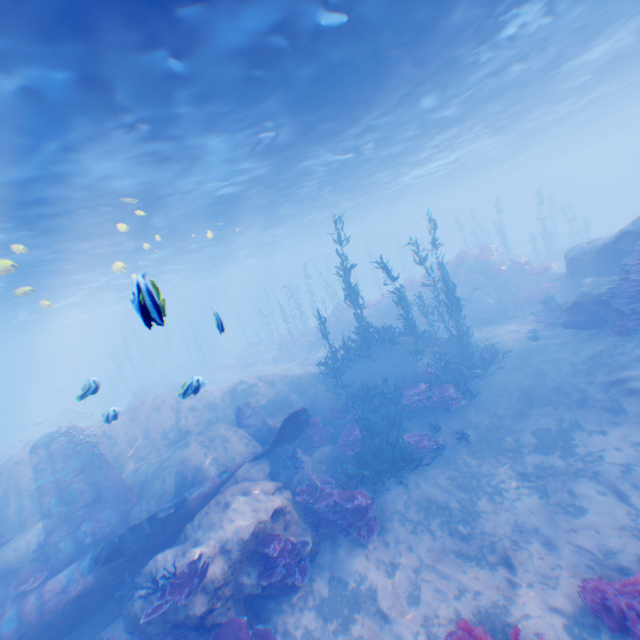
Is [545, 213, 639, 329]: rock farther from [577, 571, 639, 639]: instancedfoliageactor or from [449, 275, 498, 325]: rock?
[449, 275, 498, 325]: rock

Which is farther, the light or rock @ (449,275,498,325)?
rock @ (449,275,498,325)

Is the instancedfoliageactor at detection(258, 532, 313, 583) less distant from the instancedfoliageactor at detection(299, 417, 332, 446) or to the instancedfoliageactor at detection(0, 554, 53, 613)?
the instancedfoliageactor at detection(299, 417, 332, 446)

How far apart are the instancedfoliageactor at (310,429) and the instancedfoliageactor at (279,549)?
3.86m

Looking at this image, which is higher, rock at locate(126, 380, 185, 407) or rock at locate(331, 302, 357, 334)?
rock at locate(331, 302, 357, 334)

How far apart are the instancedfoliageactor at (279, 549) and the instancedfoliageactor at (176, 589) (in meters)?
1.25

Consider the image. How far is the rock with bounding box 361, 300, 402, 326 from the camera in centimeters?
2553cm

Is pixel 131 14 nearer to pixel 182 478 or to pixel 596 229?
pixel 182 478
